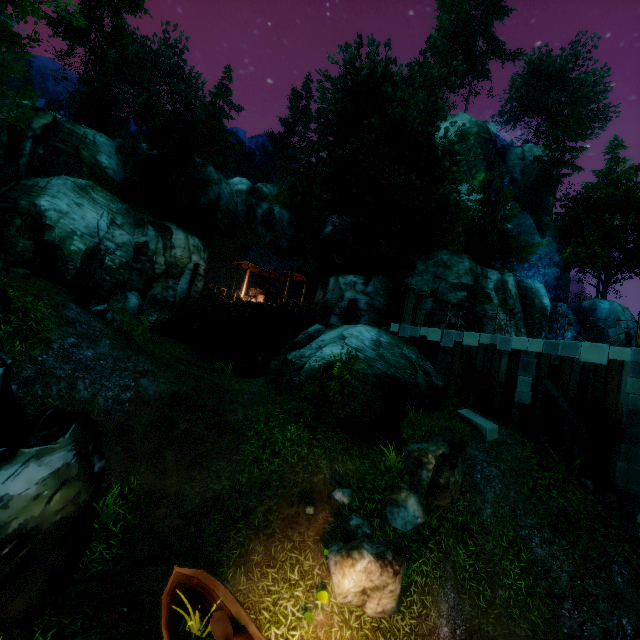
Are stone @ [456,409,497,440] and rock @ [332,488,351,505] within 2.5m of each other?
no

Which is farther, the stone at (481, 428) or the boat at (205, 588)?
the stone at (481, 428)

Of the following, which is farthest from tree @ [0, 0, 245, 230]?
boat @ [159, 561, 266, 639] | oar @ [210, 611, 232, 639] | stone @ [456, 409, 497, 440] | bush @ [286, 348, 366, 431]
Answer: stone @ [456, 409, 497, 440]

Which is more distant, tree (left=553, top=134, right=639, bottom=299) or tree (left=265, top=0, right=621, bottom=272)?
tree (left=553, top=134, right=639, bottom=299)

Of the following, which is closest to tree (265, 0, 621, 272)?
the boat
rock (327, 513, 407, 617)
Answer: the boat

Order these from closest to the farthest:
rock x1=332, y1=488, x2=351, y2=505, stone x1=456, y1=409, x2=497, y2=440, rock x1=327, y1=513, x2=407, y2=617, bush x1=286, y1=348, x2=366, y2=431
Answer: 1. rock x1=327, y1=513, x2=407, y2=617
2. rock x1=332, y1=488, x2=351, y2=505
3. bush x1=286, y1=348, x2=366, y2=431
4. stone x1=456, y1=409, x2=497, y2=440

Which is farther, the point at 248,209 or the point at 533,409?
the point at 248,209

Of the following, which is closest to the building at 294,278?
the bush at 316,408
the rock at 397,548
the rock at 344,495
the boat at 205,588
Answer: the bush at 316,408
